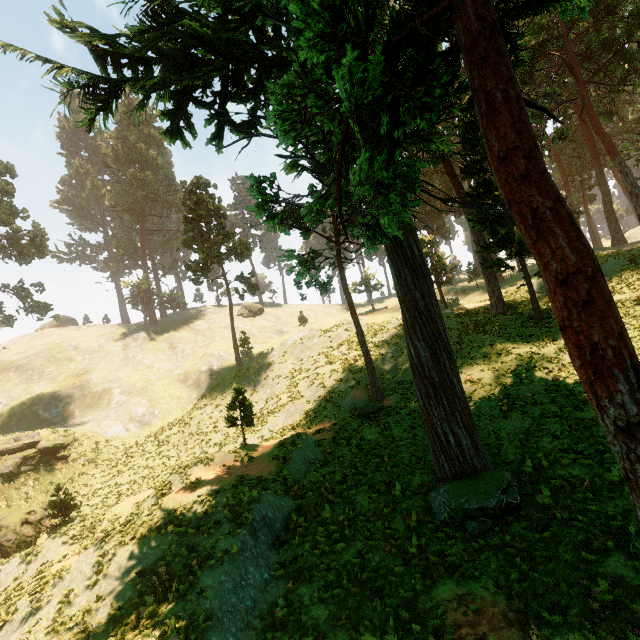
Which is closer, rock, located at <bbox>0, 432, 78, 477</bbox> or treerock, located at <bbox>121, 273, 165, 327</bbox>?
rock, located at <bbox>0, 432, 78, 477</bbox>

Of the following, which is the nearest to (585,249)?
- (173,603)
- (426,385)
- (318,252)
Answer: (426,385)

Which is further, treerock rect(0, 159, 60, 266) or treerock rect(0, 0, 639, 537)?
treerock rect(0, 159, 60, 266)

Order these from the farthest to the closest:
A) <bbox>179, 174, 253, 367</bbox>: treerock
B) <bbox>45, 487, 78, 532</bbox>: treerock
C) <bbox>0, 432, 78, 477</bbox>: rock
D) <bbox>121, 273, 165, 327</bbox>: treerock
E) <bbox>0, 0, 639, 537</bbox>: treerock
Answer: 1. <bbox>121, 273, 165, 327</bbox>: treerock
2. <bbox>179, 174, 253, 367</bbox>: treerock
3. <bbox>0, 432, 78, 477</bbox>: rock
4. <bbox>45, 487, 78, 532</bbox>: treerock
5. <bbox>0, 0, 639, 537</bbox>: treerock

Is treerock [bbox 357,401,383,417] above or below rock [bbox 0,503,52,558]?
above

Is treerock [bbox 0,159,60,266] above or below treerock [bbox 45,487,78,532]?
above

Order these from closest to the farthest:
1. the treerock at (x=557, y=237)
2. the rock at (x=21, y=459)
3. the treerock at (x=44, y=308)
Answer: the treerock at (x=557, y=237)
the rock at (x=21, y=459)
the treerock at (x=44, y=308)

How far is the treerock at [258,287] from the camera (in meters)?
40.14
